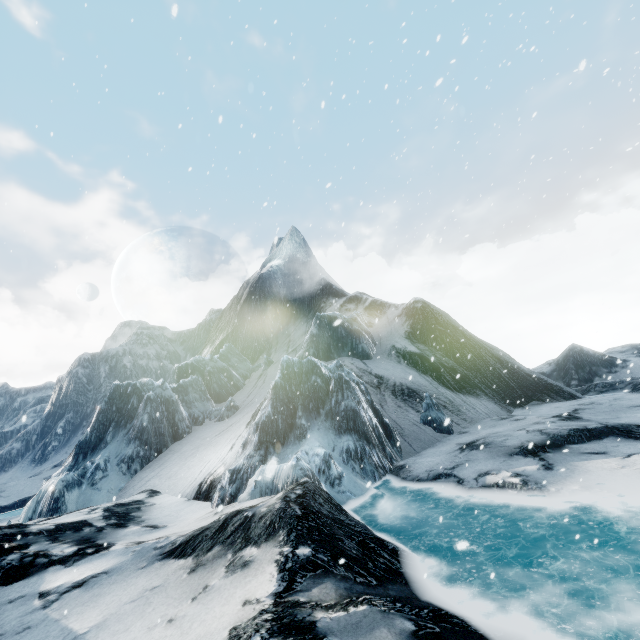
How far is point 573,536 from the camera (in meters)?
6.09
